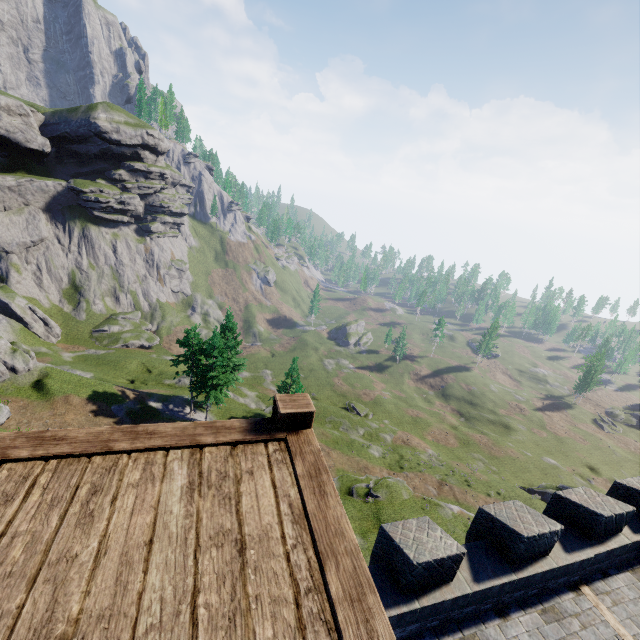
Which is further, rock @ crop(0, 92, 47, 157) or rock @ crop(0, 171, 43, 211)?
rock @ crop(0, 171, 43, 211)

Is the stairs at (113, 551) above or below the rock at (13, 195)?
above

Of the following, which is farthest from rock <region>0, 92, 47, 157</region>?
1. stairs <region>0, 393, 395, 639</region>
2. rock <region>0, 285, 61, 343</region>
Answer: stairs <region>0, 393, 395, 639</region>

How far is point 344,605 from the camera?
1.6m

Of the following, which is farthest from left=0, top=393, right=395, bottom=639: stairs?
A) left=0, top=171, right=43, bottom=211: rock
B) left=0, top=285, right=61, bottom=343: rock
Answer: left=0, top=171, right=43, bottom=211: rock

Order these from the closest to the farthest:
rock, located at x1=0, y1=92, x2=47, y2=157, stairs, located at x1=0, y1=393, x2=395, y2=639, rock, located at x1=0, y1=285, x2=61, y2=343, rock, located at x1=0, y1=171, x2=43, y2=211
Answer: stairs, located at x1=0, y1=393, x2=395, y2=639 → rock, located at x1=0, y1=285, x2=61, y2=343 → rock, located at x1=0, y1=92, x2=47, y2=157 → rock, located at x1=0, y1=171, x2=43, y2=211

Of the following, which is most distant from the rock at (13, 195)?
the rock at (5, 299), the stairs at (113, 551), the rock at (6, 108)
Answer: the stairs at (113, 551)

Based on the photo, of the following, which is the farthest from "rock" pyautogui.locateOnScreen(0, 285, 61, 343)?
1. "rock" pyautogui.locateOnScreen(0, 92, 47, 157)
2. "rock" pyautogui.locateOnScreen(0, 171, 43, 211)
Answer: "rock" pyautogui.locateOnScreen(0, 92, 47, 157)
